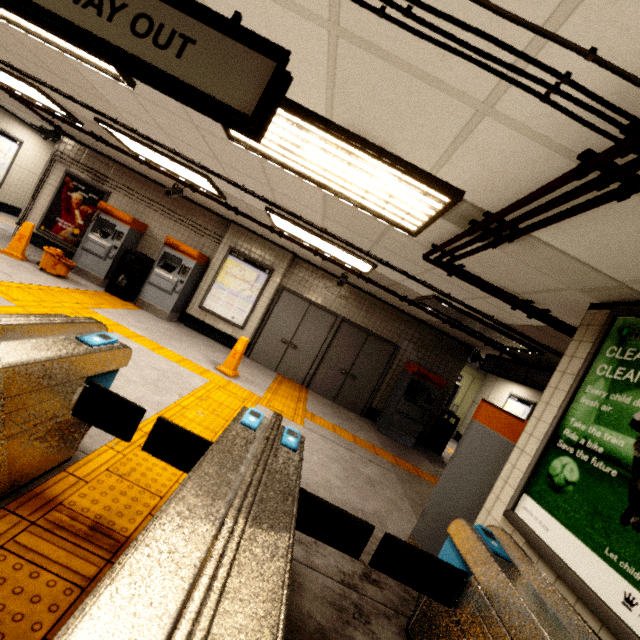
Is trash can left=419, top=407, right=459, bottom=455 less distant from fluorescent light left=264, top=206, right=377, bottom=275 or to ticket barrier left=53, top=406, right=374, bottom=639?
fluorescent light left=264, top=206, right=377, bottom=275

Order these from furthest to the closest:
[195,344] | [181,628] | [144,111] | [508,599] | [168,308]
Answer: [168,308] < [195,344] < [144,111] < [508,599] < [181,628]

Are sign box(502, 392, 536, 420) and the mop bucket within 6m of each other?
no

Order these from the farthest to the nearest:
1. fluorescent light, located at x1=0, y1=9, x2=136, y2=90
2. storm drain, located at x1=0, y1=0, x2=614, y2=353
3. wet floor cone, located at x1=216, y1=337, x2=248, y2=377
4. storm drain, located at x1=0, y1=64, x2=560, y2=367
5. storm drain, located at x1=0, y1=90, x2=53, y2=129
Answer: storm drain, located at x1=0, y1=90, x2=53, y2=129 < wet floor cone, located at x1=216, y1=337, x2=248, y2=377 < storm drain, located at x1=0, y1=64, x2=560, y2=367 < fluorescent light, located at x1=0, y1=9, x2=136, y2=90 < storm drain, located at x1=0, y1=0, x2=614, y2=353

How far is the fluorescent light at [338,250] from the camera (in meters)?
5.04

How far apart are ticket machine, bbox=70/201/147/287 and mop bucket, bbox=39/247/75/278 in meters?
0.7 m

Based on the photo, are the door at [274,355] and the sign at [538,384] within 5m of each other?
yes

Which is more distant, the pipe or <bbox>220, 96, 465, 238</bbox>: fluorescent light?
<bbox>220, 96, 465, 238</bbox>: fluorescent light
